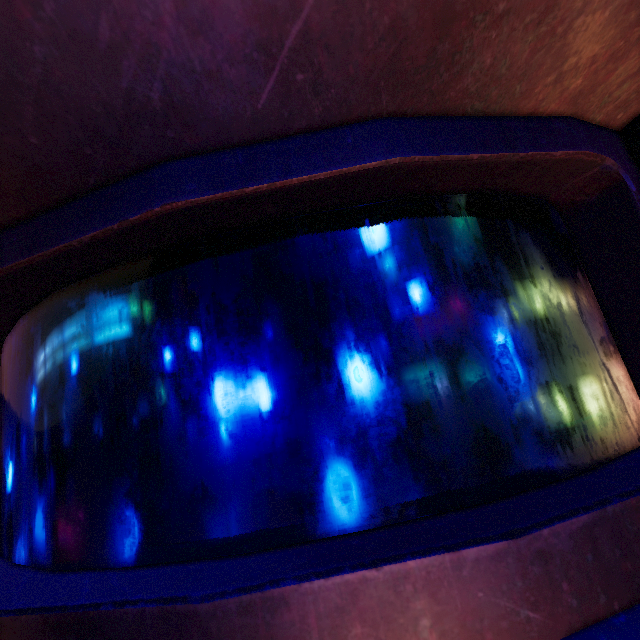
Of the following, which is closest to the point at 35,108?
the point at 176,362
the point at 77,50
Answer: the point at 77,50
